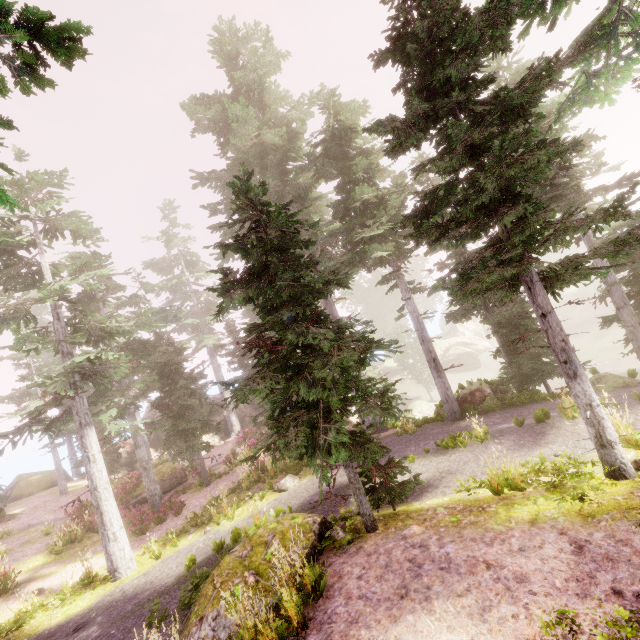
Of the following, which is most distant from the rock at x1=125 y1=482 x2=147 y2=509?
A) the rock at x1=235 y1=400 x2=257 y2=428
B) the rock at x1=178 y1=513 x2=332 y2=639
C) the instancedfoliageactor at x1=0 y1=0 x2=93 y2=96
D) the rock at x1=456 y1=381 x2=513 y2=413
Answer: the rock at x1=456 y1=381 x2=513 y2=413

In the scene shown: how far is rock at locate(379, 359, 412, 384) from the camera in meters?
43.6

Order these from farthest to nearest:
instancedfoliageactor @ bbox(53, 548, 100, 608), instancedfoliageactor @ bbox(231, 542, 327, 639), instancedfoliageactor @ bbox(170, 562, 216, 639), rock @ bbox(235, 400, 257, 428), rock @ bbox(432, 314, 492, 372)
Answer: rock @ bbox(432, 314, 492, 372), rock @ bbox(235, 400, 257, 428), instancedfoliageactor @ bbox(53, 548, 100, 608), instancedfoliageactor @ bbox(170, 562, 216, 639), instancedfoliageactor @ bbox(231, 542, 327, 639)

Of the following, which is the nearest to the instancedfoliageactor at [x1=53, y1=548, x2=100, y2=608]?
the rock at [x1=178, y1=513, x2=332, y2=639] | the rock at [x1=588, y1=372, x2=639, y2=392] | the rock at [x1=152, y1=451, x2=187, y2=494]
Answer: the rock at [x1=588, y1=372, x2=639, y2=392]

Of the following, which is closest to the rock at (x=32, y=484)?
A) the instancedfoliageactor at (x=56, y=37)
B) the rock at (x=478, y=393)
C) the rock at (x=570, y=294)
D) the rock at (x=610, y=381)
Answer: the instancedfoliageactor at (x=56, y=37)

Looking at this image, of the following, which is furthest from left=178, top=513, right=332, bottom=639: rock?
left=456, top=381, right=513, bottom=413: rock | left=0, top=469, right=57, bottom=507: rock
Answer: left=0, top=469, right=57, bottom=507: rock

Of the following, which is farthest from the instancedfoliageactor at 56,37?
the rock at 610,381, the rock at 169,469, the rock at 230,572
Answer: the rock at 169,469

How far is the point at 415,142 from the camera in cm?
730
